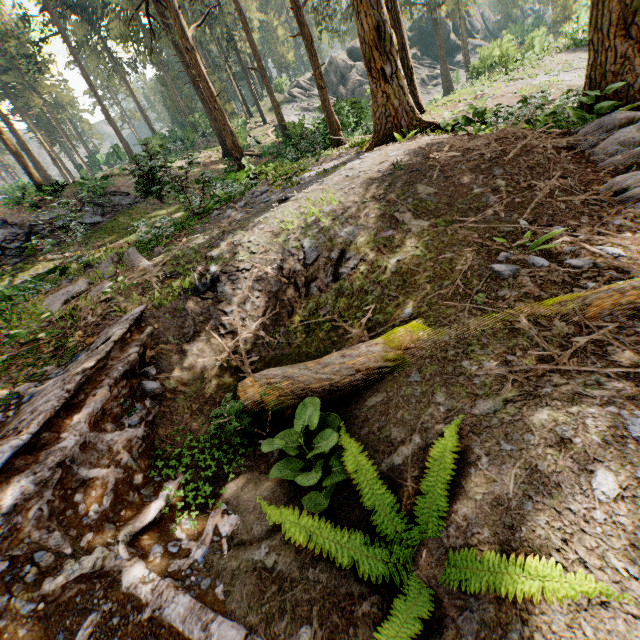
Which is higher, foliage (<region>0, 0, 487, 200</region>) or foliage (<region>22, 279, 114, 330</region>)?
foliage (<region>0, 0, 487, 200</region>)

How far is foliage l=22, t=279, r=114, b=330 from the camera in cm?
530

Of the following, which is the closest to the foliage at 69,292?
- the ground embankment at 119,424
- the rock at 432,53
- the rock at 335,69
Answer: the ground embankment at 119,424

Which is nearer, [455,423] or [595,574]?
[595,574]

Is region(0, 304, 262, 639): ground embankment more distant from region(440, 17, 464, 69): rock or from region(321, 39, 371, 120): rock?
region(440, 17, 464, 69): rock

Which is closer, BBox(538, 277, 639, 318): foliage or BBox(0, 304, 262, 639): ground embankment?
BBox(0, 304, 262, 639): ground embankment

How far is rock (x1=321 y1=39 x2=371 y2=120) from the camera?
23.6 meters

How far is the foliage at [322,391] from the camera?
3.61m
